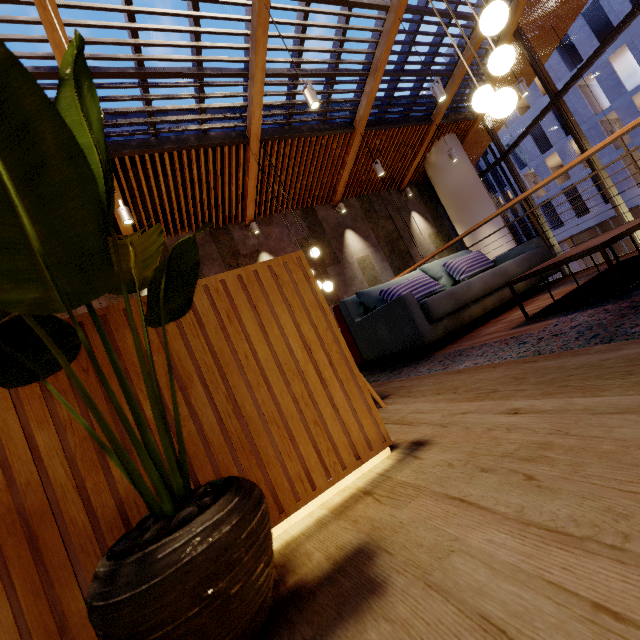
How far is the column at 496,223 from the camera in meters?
9.2 m

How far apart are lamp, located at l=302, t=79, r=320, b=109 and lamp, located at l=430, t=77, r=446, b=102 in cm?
252

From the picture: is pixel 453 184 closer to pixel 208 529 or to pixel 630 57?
pixel 208 529

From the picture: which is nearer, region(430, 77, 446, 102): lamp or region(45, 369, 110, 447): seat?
region(45, 369, 110, 447): seat

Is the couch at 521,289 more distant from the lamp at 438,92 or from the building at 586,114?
the building at 586,114

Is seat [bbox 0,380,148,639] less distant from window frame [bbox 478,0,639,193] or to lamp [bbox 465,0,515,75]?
lamp [bbox 465,0,515,75]

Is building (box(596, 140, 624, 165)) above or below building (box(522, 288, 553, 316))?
above

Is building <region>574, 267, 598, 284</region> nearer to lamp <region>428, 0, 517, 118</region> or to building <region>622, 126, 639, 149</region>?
lamp <region>428, 0, 517, 118</region>
